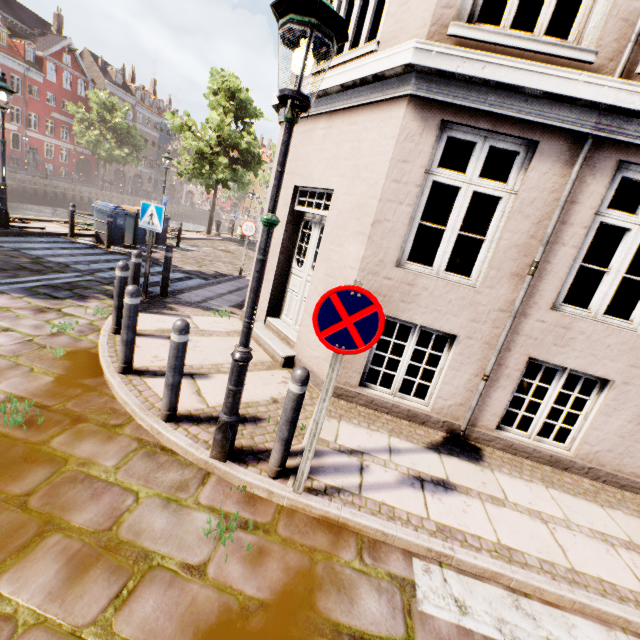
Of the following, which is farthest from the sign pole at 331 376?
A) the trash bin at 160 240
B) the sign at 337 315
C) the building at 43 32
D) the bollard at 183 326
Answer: the building at 43 32

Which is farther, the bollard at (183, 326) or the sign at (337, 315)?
the bollard at (183, 326)

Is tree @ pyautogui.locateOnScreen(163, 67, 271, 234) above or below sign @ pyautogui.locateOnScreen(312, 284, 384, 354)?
above

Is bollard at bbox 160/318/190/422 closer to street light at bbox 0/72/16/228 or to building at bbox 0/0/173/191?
street light at bbox 0/72/16/228

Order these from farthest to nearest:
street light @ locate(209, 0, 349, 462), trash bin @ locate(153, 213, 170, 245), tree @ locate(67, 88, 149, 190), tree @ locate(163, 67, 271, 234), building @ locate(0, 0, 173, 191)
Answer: building @ locate(0, 0, 173, 191)
tree @ locate(67, 88, 149, 190)
tree @ locate(163, 67, 271, 234)
trash bin @ locate(153, 213, 170, 245)
street light @ locate(209, 0, 349, 462)

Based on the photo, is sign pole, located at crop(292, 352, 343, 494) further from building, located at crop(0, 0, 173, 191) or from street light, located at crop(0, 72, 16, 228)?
building, located at crop(0, 0, 173, 191)

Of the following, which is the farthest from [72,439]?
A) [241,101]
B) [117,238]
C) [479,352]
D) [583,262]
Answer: [241,101]

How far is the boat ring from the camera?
9.8m
